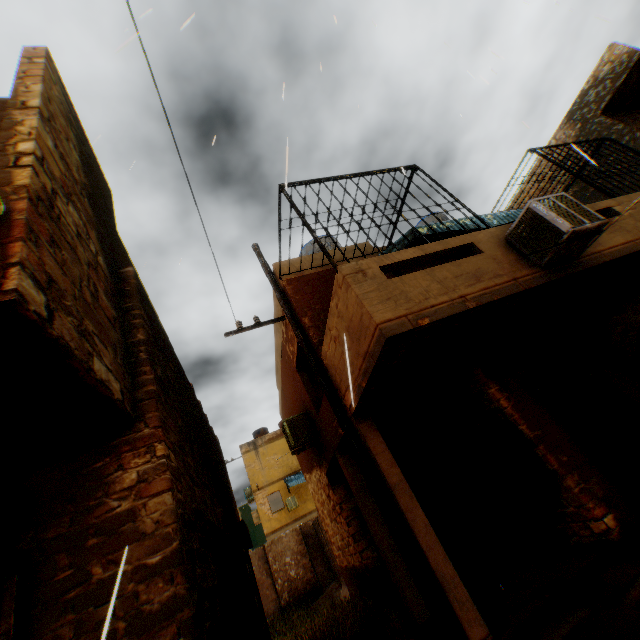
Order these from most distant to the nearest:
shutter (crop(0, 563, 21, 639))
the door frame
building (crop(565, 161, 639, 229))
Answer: building (crop(565, 161, 639, 229))
the door frame
shutter (crop(0, 563, 21, 639))

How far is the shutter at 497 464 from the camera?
6.45m

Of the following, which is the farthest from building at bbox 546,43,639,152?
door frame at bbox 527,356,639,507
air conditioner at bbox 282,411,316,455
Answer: air conditioner at bbox 282,411,316,455

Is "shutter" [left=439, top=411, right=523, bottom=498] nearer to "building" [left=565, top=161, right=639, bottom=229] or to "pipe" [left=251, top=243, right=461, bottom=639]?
"building" [left=565, top=161, right=639, bottom=229]

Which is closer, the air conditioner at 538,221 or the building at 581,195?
the air conditioner at 538,221

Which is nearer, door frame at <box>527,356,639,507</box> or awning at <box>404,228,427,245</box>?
door frame at <box>527,356,639,507</box>

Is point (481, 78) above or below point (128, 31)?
below
